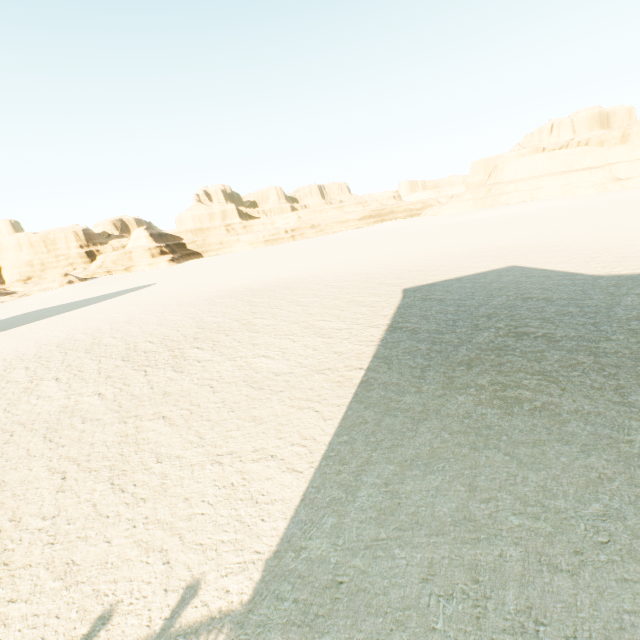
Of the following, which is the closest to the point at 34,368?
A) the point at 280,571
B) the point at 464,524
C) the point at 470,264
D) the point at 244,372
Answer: the point at 244,372
